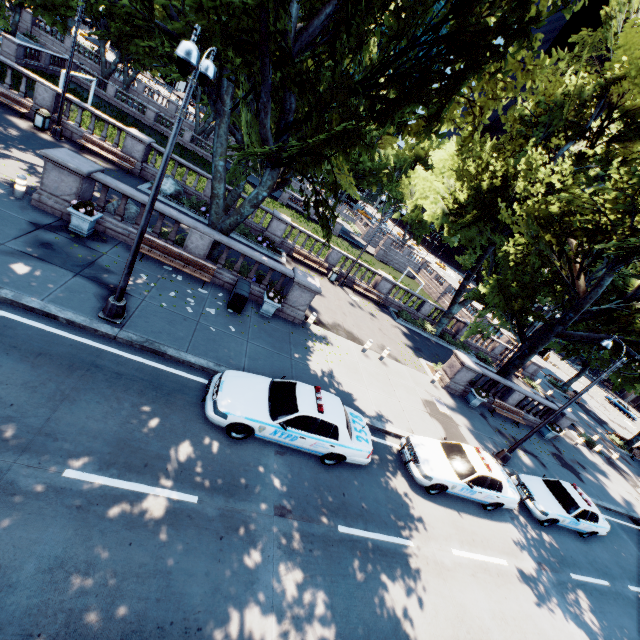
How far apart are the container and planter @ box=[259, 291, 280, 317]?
0.68m

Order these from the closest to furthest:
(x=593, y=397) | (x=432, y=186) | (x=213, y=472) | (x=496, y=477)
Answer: (x=213, y=472), (x=496, y=477), (x=432, y=186), (x=593, y=397)

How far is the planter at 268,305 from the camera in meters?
14.2 m

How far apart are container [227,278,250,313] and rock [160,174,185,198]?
9.92m

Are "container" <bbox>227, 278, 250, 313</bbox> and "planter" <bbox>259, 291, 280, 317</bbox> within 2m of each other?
yes

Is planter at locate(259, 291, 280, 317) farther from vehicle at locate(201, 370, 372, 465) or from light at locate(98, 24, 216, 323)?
light at locate(98, 24, 216, 323)

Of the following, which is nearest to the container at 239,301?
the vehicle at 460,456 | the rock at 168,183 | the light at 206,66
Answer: the light at 206,66

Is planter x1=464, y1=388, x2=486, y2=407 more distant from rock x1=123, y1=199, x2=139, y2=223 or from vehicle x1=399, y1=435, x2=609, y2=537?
rock x1=123, y1=199, x2=139, y2=223
